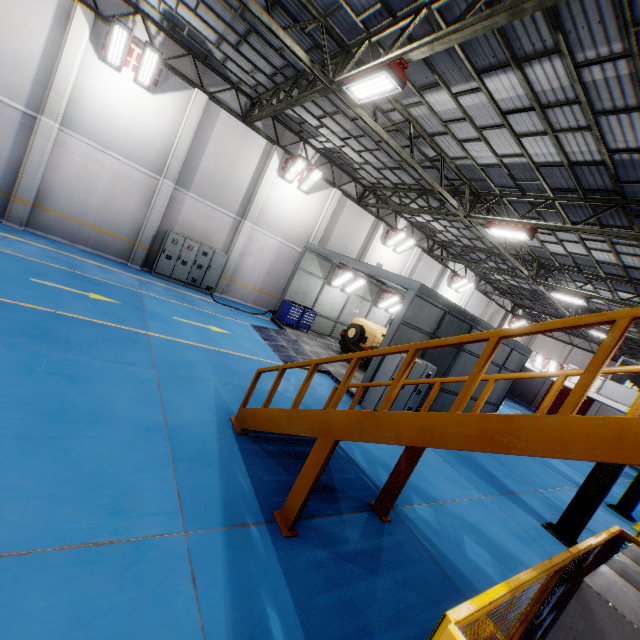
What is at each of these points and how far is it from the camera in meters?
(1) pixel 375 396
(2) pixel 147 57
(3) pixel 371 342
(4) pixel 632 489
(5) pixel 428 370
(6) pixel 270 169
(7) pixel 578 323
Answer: (1) cabinet, 10.5 m
(2) light, 11.6 m
(3) car, 14.6 m
(4) metal pole, 12.7 m
(5) cabinet, 11.1 m
(6) cement column, 15.8 m
(7) metal stair, 2.6 m

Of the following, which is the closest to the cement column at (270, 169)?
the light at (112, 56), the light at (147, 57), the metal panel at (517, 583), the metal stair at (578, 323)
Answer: the light at (147, 57)

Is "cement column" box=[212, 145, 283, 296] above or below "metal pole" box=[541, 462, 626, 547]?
above

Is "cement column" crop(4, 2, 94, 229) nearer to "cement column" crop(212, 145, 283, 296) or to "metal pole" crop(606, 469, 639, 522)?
"cement column" crop(212, 145, 283, 296)

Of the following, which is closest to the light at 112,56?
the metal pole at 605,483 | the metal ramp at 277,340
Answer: the metal ramp at 277,340

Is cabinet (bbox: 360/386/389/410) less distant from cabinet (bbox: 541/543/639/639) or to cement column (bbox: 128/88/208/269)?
cabinet (bbox: 541/543/639/639)

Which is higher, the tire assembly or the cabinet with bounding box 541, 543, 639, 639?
the cabinet with bounding box 541, 543, 639, 639

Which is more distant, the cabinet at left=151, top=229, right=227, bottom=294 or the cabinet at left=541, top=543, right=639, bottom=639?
the cabinet at left=151, top=229, right=227, bottom=294
